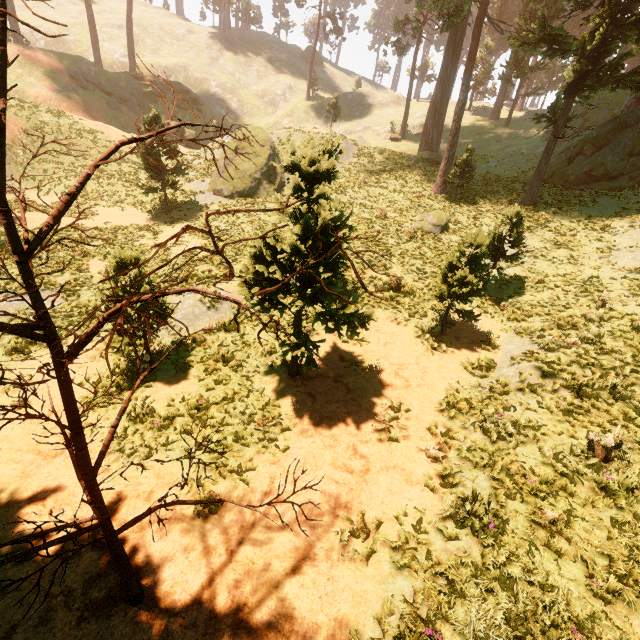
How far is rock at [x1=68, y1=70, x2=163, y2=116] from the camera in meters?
35.5

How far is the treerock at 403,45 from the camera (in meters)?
36.60

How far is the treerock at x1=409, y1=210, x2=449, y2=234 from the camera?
18.14m

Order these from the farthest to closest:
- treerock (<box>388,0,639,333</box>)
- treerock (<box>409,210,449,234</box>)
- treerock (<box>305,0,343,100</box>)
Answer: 1. treerock (<box>305,0,343,100</box>)
2. treerock (<box>409,210,449,234</box>)
3. treerock (<box>388,0,639,333</box>)

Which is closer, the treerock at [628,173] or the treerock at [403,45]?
the treerock at [628,173]

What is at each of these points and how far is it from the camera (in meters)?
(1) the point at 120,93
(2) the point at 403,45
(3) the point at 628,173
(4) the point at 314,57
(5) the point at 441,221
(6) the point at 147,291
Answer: (1) rock, 37.69
(2) treerock, 36.03
(3) treerock, 20.44
(4) treerock, 50.41
(5) treerock, 18.19
(6) treerock, 2.37

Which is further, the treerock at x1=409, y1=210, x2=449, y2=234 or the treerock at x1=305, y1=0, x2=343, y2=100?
the treerock at x1=305, y1=0, x2=343, y2=100
